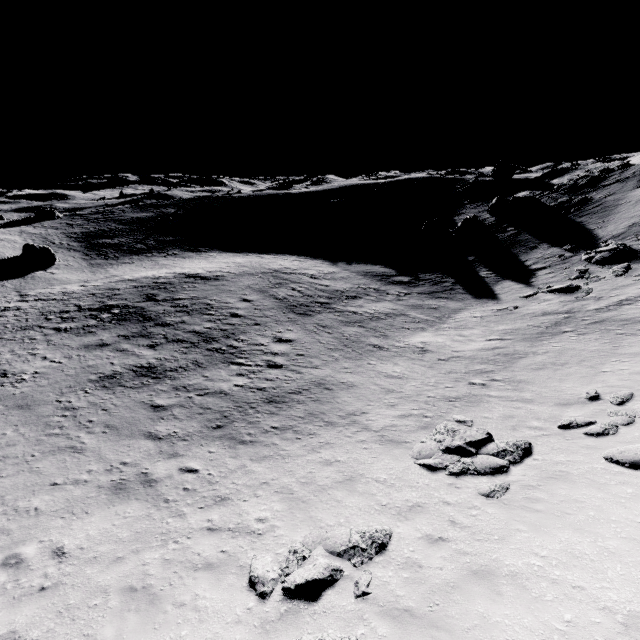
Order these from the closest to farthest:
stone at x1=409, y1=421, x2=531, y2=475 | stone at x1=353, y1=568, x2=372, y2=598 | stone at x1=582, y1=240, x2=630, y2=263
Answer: stone at x1=353, y1=568, x2=372, y2=598
stone at x1=409, y1=421, x2=531, y2=475
stone at x1=582, y1=240, x2=630, y2=263

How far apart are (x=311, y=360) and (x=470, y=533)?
12.3m

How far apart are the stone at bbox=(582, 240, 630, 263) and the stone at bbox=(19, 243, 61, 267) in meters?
54.1

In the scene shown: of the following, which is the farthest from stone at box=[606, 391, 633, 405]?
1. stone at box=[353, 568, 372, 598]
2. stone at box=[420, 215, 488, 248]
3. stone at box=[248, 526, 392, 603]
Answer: stone at box=[420, 215, 488, 248]

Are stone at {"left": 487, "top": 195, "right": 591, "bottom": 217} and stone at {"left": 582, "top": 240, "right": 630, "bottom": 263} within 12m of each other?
no

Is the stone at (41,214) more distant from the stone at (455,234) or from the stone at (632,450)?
the stone at (632,450)

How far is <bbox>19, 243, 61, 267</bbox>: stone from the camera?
37.1m

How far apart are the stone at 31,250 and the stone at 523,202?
54.2 meters
